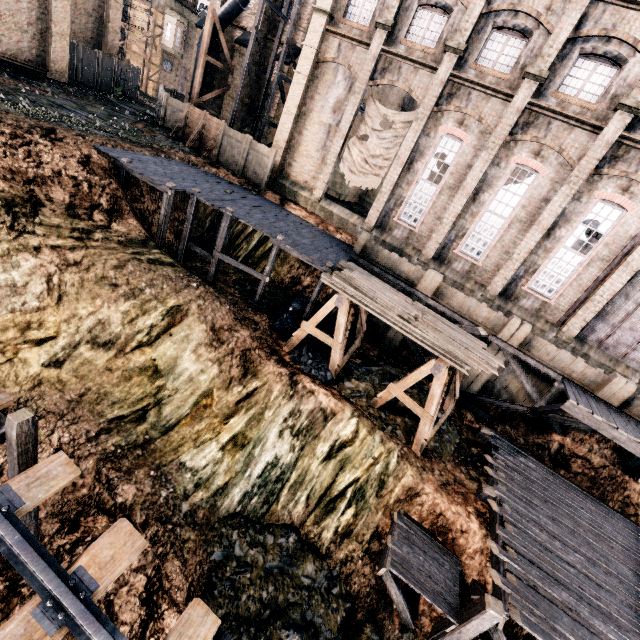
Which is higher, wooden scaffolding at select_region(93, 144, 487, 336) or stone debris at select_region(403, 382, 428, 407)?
wooden scaffolding at select_region(93, 144, 487, 336)

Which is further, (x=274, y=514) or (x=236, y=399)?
(x=236, y=399)

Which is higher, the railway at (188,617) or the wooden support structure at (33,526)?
the railway at (188,617)

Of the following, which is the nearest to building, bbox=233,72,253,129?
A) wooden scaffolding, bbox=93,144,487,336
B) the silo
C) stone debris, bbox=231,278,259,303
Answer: the silo

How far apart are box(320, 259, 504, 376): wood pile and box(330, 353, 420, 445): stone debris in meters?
3.5 m

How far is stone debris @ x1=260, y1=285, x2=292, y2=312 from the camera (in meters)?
18.51

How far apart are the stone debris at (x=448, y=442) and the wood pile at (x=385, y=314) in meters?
3.5

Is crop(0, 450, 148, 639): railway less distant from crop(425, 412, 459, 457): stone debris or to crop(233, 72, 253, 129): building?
crop(425, 412, 459, 457): stone debris
